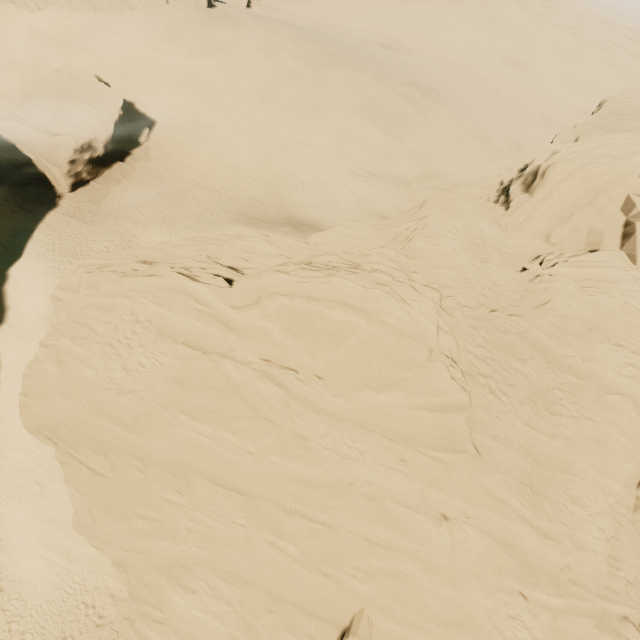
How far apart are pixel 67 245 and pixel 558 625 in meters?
35.5

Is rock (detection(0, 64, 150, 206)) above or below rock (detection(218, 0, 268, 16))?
below

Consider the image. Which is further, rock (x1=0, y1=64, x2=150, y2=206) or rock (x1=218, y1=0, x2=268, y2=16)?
rock (x1=218, y1=0, x2=268, y2=16)

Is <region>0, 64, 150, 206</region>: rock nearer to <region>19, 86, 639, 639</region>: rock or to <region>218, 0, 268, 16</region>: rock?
<region>19, 86, 639, 639</region>: rock

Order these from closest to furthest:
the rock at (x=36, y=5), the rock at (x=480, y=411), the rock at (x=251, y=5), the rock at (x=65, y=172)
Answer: the rock at (x=480, y=411) → the rock at (x=65, y=172) → the rock at (x=36, y=5) → the rock at (x=251, y=5)

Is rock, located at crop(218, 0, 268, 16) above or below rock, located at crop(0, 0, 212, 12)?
below

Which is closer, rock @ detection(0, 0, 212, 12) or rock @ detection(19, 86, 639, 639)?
rock @ detection(19, 86, 639, 639)

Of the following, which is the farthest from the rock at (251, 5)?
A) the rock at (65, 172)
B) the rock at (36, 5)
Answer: the rock at (65, 172)
